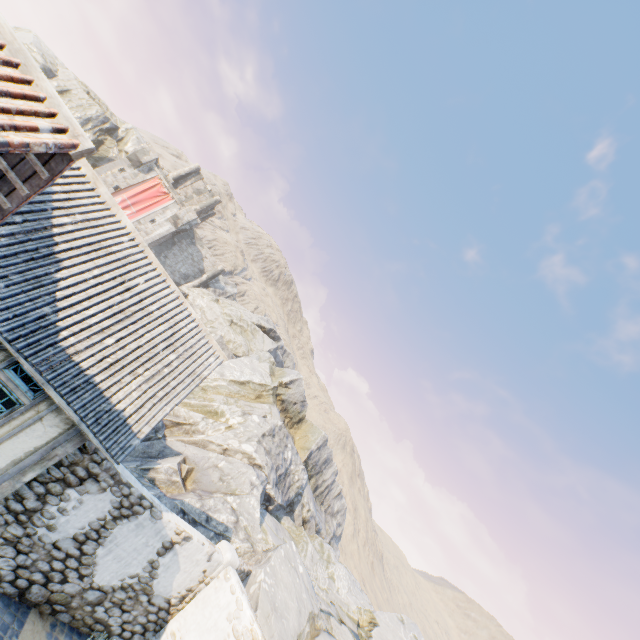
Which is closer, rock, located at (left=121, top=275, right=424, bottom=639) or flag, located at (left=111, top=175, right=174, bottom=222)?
rock, located at (left=121, top=275, right=424, bottom=639)

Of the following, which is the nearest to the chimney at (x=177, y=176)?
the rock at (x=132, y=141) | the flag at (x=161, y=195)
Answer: the rock at (x=132, y=141)

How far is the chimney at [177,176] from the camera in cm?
4169

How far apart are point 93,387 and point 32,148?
4.6m

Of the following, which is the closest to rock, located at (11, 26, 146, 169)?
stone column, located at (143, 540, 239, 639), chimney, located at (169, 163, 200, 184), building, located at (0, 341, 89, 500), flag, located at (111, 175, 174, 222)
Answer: stone column, located at (143, 540, 239, 639)

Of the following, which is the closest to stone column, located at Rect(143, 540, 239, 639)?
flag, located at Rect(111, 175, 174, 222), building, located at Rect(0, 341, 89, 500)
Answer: building, located at Rect(0, 341, 89, 500)

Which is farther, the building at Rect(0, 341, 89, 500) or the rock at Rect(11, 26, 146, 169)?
the rock at Rect(11, 26, 146, 169)

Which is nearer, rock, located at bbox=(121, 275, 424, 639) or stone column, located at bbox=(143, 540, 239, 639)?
stone column, located at bbox=(143, 540, 239, 639)
